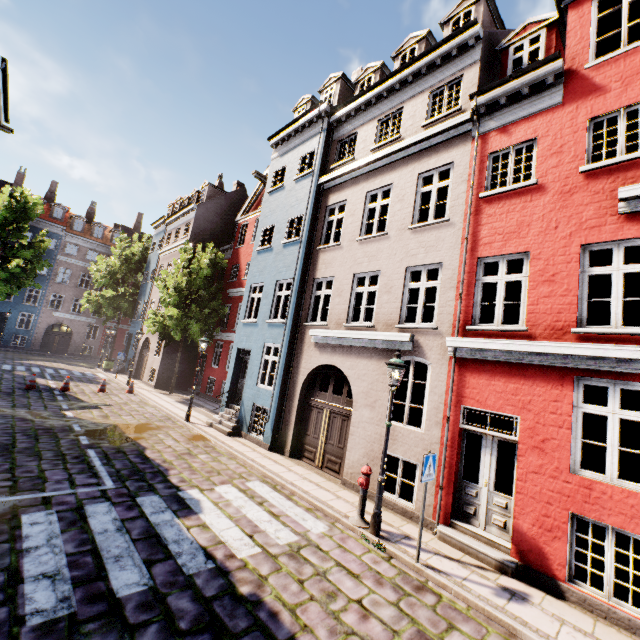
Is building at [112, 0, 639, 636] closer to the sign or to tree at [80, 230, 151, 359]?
tree at [80, 230, 151, 359]

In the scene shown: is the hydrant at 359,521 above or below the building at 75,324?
below

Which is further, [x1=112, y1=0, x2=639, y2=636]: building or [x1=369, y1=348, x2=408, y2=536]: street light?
[x1=369, y1=348, x2=408, y2=536]: street light

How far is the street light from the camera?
6.6 meters

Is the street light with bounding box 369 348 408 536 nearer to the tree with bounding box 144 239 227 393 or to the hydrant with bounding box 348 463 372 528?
the hydrant with bounding box 348 463 372 528

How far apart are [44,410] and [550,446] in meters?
16.2

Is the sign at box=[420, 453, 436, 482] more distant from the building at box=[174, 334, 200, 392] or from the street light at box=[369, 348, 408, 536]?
the building at box=[174, 334, 200, 392]

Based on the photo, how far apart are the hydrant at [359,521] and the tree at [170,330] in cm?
1740
